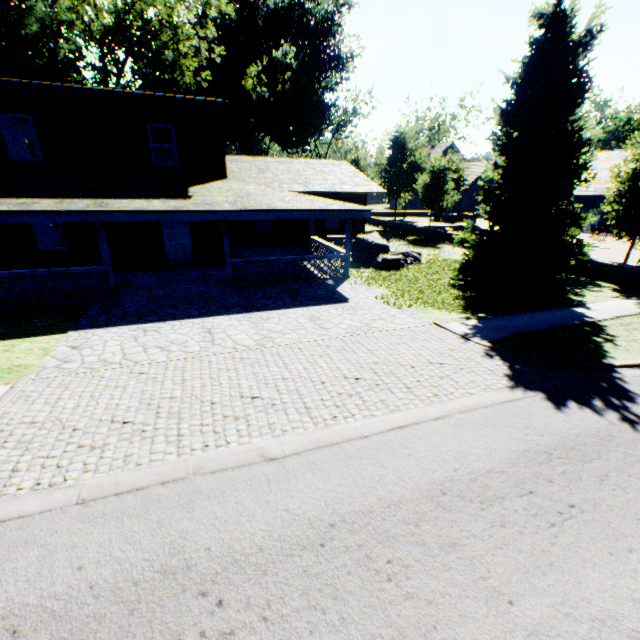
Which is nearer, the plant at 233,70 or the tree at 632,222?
the tree at 632,222

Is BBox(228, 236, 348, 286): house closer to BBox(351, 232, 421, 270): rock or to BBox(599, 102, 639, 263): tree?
BBox(351, 232, 421, 270): rock

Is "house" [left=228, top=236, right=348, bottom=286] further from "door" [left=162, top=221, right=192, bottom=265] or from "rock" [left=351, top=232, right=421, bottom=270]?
"door" [left=162, top=221, right=192, bottom=265]

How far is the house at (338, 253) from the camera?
12.59m

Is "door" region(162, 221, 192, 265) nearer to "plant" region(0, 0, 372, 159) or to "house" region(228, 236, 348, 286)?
"house" region(228, 236, 348, 286)

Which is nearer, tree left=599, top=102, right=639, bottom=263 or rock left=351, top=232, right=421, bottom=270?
tree left=599, top=102, right=639, bottom=263

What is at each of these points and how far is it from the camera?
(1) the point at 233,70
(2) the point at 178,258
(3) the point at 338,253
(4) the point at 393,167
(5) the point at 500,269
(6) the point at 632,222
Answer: (1) plant, 50.44m
(2) door, 15.80m
(3) house, 14.71m
(4) tree, 30.00m
(5) plant, 12.60m
(6) tree, 14.04m
